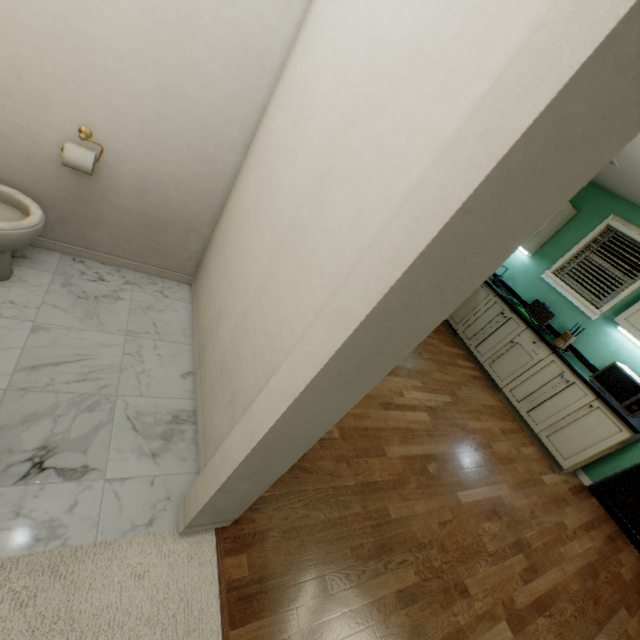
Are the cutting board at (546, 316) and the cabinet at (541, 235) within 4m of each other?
yes

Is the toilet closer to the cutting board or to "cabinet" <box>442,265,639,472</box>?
"cabinet" <box>442,265,639,472</box>

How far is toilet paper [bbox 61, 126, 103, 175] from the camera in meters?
1.6 m

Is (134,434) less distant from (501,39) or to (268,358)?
(268,358)

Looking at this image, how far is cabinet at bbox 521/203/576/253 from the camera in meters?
4.1 m

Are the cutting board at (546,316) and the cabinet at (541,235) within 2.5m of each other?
yes

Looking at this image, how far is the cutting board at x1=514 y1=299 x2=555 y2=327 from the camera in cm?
409

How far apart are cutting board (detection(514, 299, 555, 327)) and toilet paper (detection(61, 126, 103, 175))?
4.80m
